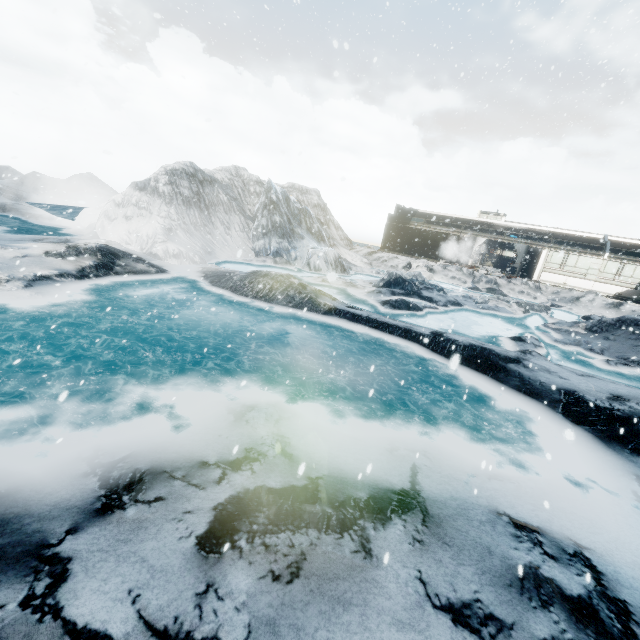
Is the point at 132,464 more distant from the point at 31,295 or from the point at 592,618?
the point at 31,295
